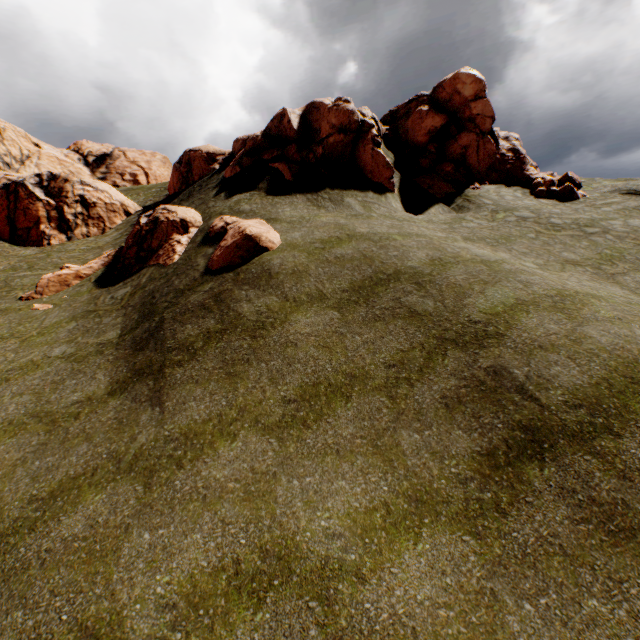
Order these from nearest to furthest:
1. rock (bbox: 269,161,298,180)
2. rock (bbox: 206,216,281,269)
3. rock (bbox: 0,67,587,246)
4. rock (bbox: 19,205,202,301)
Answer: rock (bbox: 206,216,281,269) → rock (bbox: 19,205,202,301) → rock (bbox: 269,161,298,180) → rock (bbox: 0,67,587,246)

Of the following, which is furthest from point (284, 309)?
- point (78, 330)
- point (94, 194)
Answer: point (94, 194)

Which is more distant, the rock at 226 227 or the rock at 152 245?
the rock at 152 245

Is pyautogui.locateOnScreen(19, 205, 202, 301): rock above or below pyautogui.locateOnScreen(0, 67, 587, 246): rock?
below

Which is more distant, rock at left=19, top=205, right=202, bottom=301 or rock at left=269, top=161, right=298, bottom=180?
rock at left=269, top=161, right=298, bottom=180
